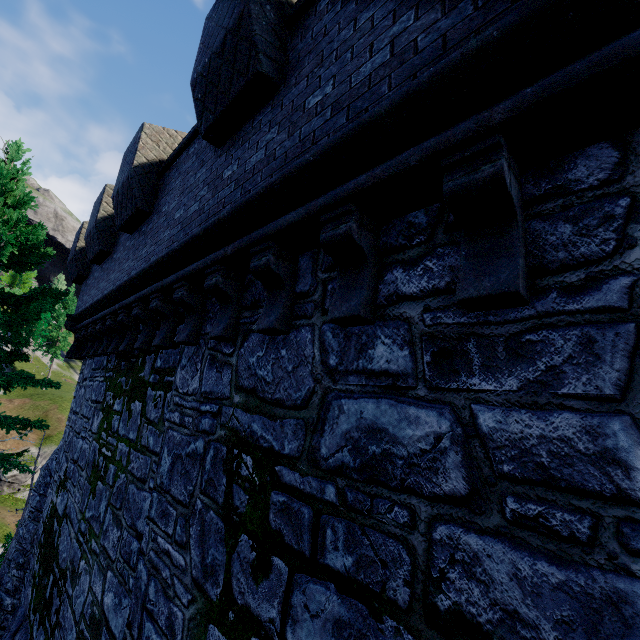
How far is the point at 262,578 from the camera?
2.63m

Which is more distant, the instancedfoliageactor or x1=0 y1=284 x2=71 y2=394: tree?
the instancedfoliageactor

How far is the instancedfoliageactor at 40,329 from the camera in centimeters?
4841cm

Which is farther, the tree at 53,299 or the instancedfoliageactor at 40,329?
the instancedfoliageactor at 40,329

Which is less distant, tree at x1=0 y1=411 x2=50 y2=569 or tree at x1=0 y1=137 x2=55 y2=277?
tree at x1=0 y1=411 x2=50 y2=569

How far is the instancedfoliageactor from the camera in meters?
48.4 m
